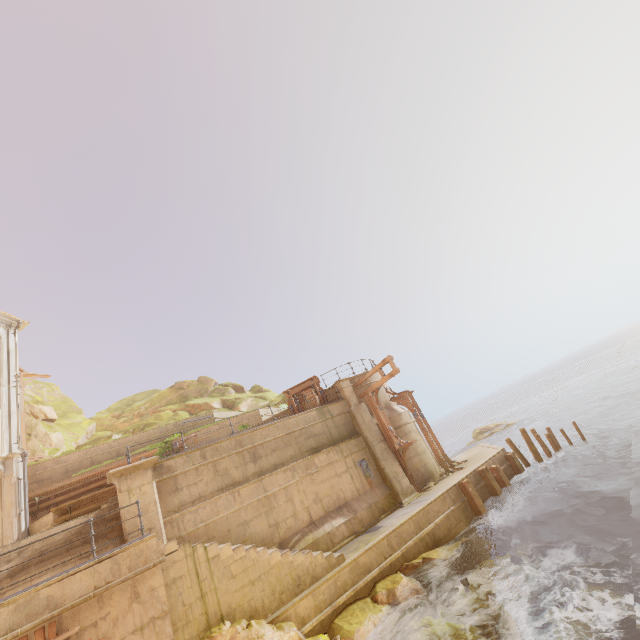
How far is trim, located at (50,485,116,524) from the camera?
14.7m

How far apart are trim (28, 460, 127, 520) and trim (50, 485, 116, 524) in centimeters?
202cm

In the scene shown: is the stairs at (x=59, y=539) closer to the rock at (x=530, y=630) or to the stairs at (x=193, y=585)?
the stairs at (x=193, y=585)

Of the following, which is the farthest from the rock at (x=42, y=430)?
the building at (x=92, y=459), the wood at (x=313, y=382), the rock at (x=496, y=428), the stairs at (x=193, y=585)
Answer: the rock at (x=496, y=428)

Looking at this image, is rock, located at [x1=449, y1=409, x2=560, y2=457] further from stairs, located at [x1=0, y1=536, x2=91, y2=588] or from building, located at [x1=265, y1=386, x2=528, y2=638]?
stairs, located at [x1=0, y1=536, x2=91, y2=588]

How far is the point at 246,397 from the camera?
32.5 meters

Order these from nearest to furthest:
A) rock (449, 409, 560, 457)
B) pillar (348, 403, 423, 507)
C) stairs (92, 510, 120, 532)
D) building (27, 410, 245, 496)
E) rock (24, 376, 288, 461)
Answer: stairs (92, 510, 120, 532) < pillar (348, 403, 423, 507) < building (27, 410, 245, 496) < rock (24, 376, 288, 461) < rock (449, 409, 560, 457)

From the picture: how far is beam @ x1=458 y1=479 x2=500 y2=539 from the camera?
13.89m
